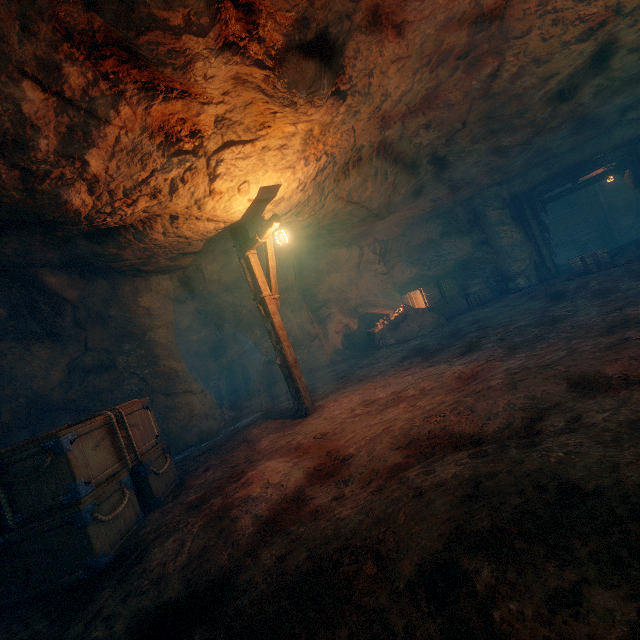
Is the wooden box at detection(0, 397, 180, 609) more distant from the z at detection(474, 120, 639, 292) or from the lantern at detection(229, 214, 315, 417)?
the z at detection(474, 120, 639, 292)

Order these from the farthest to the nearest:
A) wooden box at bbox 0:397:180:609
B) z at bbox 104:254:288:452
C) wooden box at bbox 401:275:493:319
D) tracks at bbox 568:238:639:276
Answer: wooden box at bbox 401:275:493:319, tracks at bbox 568:238:639:276, z at bbox 104:254:288:452, wooden box at bbox 0:397:180:609

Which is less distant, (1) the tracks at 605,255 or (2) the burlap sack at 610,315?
(2) the burlap sack at 610,315

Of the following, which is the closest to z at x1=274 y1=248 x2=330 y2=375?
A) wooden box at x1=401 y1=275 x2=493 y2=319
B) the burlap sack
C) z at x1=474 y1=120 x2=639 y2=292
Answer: the burlap sack

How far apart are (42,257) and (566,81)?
11.6m

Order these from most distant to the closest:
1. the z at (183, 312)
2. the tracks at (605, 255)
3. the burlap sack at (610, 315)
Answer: the tracks at (605, 255)
the z at (183, 312)
the burlap sack at (610, 315)

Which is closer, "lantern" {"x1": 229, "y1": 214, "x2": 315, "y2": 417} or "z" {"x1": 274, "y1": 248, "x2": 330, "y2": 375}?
"lantern" {"x1": 229, "y1": 214, "x2": 315, "y2": 417}

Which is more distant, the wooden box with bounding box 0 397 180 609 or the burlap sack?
the wooden box with bounding box 0 397 180 609
